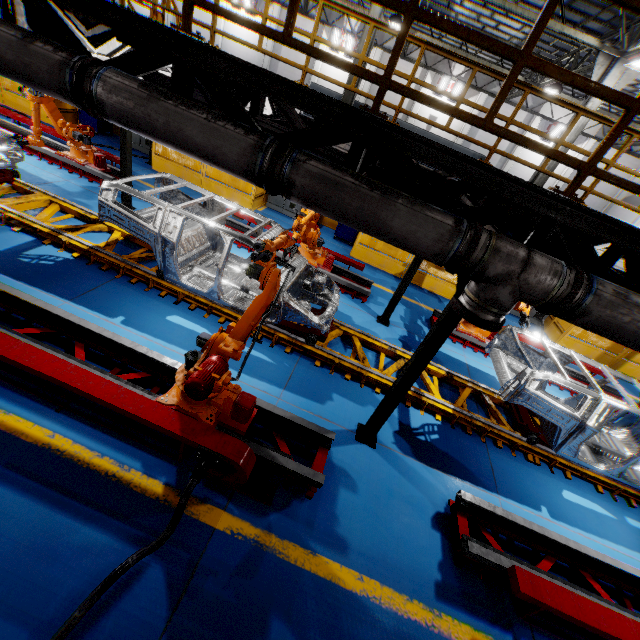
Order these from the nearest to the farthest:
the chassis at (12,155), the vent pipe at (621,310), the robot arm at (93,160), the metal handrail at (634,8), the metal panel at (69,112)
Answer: the metal handrail at (634,8) < the vent pipe at (621,310) < the chassis at (12,155) < the robot arm at (93,160) < the metal panel at (69,112)

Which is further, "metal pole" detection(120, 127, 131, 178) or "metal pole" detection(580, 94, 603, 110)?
"metal pole" detection(580, 94, 603, 110)

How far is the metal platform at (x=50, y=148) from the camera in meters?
9.1

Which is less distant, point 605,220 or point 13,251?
point 605,220

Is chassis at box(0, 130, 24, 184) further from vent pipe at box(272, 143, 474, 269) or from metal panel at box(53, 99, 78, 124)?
metal panel at box(53, 99, 78, 124)

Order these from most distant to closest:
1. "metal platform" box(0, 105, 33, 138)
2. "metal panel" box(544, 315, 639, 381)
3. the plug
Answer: "metal panel" box(544, 315, 639, 381)
"metal platform" box(0, 105, 33, 138)
the plug

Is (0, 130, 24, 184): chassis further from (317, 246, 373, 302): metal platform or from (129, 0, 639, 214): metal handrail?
(129, 0, 639, 214): metal handrail

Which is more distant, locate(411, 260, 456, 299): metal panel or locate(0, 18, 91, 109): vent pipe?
locate(411, 260, 456, 299): metal panel
